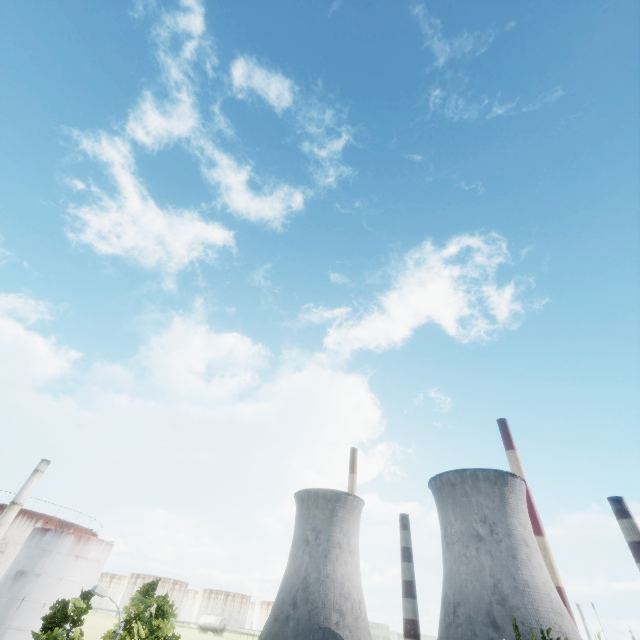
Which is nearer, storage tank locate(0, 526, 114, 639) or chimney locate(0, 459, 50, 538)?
storage tank locate(0, 526, 114, 639)

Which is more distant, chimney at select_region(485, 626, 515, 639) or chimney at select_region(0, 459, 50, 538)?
chimney at select_region(485, 626, 515, 639)

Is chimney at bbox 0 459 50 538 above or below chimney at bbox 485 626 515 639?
above

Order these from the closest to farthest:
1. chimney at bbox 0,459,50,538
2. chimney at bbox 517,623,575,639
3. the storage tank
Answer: the storage tank
chimney at bbox 0,459,50,538
chimney at bbox 517,623,575,639

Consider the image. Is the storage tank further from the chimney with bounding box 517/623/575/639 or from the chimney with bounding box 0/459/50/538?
the chimney with bounding box 517/623/575/639

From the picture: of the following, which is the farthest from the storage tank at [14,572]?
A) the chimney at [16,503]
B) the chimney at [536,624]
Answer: the chimney at [536,624]

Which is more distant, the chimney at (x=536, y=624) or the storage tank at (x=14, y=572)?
the chimney at (x=536, y=624)

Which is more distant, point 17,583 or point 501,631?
point 501,631
